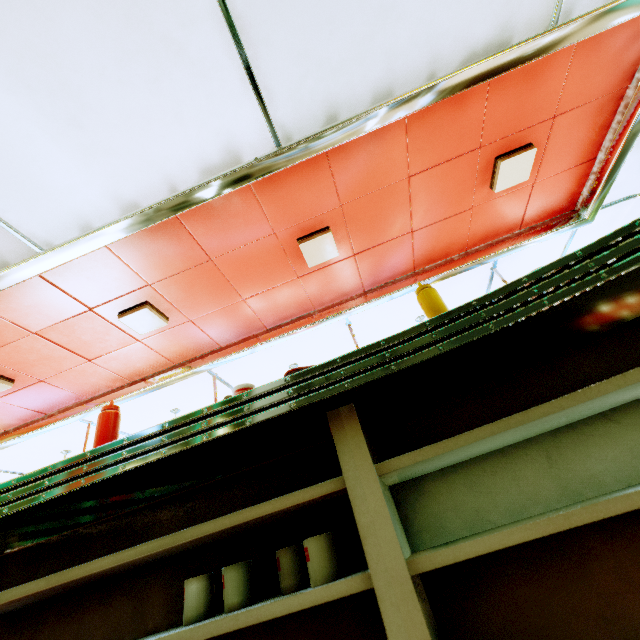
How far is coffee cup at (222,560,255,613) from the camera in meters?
0.9

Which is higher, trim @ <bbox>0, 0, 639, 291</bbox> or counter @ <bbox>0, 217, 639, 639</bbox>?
trim @ <bbox>0, 0, 639, 291</bbox>

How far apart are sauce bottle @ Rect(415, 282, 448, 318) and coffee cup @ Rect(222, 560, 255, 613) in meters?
0.9

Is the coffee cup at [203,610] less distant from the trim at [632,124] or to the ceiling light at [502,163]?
the trim at [632,124]

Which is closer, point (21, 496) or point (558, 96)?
point (21, 496)

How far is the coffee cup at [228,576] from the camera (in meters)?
0.86

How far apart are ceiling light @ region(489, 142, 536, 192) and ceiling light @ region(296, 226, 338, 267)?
1.7m
